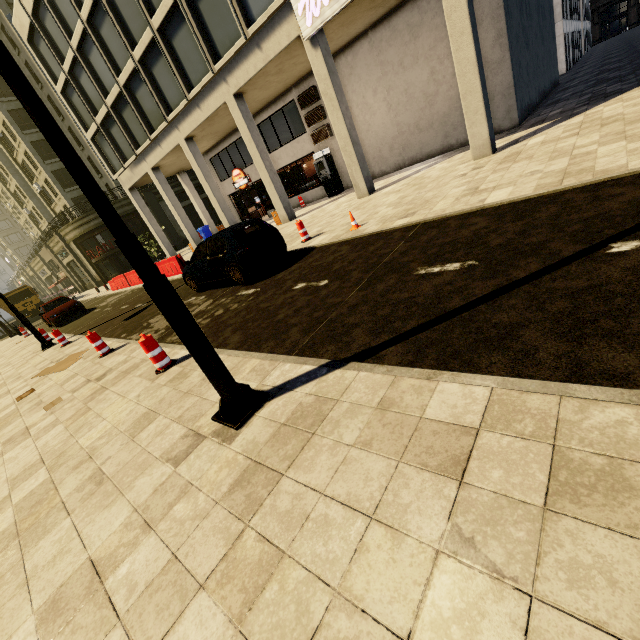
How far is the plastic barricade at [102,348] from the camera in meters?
8.0

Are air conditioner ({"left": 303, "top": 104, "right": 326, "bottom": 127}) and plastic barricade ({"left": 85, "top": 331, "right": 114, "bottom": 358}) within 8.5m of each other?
no

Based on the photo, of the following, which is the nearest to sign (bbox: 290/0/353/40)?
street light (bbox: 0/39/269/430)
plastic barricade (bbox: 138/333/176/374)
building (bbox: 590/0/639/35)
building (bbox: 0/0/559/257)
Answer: building (bbox: 0/0/559/257)

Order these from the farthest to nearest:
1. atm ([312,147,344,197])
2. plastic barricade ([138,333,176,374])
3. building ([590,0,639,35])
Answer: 1. building ([590,0,639,35])
2. atm ([312,147,344,197])
3. plastic barricade ([138,333,176,374])

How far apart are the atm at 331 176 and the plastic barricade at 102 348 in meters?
14.3

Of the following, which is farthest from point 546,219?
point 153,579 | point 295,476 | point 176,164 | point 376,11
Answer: point 176,164

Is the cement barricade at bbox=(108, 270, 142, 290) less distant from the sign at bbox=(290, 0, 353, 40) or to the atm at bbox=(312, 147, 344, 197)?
the atm at bbox=(312, 147, 344, 197)

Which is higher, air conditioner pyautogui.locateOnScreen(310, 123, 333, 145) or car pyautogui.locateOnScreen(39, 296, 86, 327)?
air conditioner pyautogui.locateOnScreen(310, 123, 333, 145)
